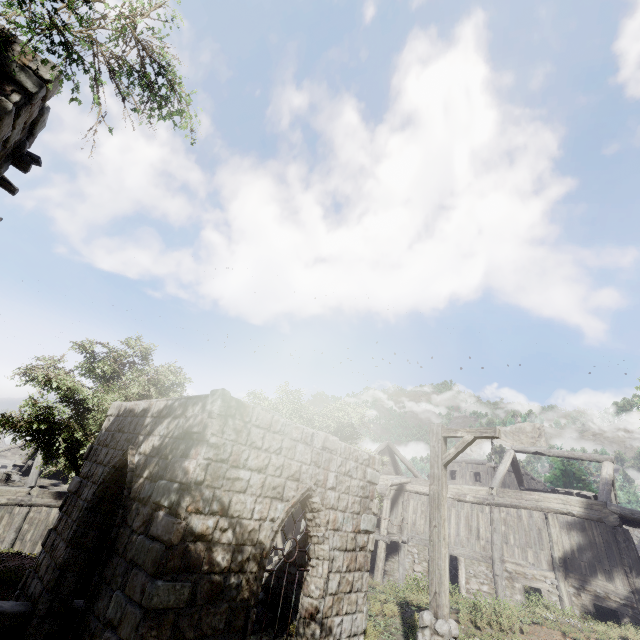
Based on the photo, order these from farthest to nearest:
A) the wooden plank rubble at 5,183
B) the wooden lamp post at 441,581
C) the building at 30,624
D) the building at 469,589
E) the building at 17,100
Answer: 1. the building at 469,589
2. the wooden plank rubble at 5,183
3. the wooden lamp post at 441,581
4. the building at 30,624
5. the building at 17,100

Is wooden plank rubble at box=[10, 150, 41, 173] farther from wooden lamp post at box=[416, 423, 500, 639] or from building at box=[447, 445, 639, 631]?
wooden lamp post at box=[416, 423, 500, 639]

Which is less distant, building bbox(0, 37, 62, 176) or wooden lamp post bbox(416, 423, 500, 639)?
building bbox(0, 37, 62, 176)

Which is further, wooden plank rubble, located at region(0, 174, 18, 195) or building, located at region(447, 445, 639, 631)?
building, located at region(447, 445, 639, 631)

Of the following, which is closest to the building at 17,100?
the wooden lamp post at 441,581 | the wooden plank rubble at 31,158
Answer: the wooden plank rubble at 31,158

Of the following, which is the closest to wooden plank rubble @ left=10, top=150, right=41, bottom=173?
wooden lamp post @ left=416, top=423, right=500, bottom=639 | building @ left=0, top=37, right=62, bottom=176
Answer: building @ left=0, top=37, right=62, bottom=176

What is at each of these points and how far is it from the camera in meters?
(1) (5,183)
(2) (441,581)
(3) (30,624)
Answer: (1) wooden plank rubble, 6.6 m
(2) wooden lamp post, 6.2 m
(3) building, 6.5 m
